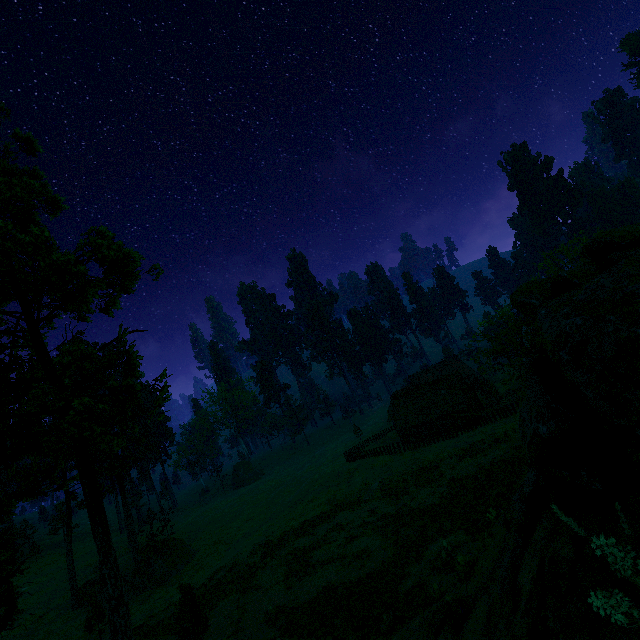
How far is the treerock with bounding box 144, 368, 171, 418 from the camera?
11.5m

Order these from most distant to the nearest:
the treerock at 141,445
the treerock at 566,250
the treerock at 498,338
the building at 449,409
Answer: the building at 449,409 → the treerock at 566,250 → the treerock at 498,338 → the treerock at 141,445

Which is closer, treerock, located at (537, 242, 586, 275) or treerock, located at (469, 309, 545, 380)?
treerock, located at (469, 309, 545, 380)

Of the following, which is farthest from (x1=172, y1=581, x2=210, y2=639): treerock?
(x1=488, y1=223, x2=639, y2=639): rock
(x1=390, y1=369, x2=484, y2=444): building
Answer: (x1=488, y1=223, x2=639, y2=639): rock

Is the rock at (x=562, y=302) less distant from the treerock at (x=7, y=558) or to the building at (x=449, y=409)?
the treerock at (x=7, y=558)

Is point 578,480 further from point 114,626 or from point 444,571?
point 114,626
